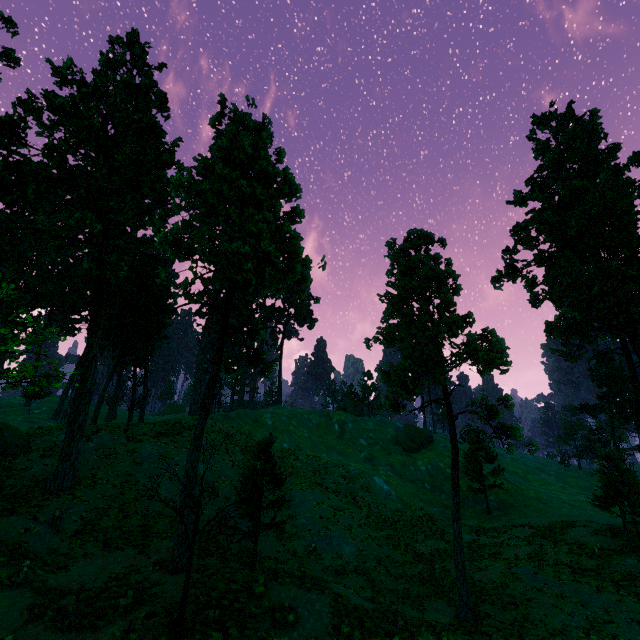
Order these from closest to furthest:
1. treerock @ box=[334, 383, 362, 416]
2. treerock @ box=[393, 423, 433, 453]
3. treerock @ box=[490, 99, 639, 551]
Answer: treerock @ box=[490, 99, 639, 551]
treerock @ box=[393, 423, 433, 453]
treerock @ box=[334, 383, 362, 416]

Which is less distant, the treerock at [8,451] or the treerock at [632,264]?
the treerock at [8,451]

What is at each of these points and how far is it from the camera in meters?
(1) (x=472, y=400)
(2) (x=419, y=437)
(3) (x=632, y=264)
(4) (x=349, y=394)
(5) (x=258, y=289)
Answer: (1) treerock, 21.3 m
(2) treerock, 47.2 m
(3) treerock, 29.1 m
(4) treerock, 58.9 m
(5) treerock, 21.8 m

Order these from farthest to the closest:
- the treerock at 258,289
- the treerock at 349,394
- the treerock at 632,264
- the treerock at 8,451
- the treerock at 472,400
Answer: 1. the treerock at 349,394
2. the treerock at 632,264
3. the treerock at 8,451
4. the treerock at 472,400
5. the treerock at 258,289

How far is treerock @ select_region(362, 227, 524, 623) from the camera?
18.09m

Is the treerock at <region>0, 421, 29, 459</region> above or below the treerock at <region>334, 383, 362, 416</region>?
below
